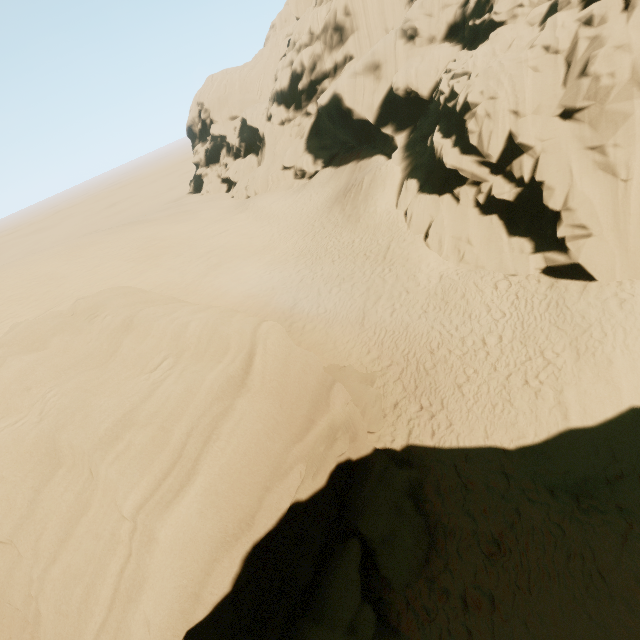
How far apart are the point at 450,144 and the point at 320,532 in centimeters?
1883cm

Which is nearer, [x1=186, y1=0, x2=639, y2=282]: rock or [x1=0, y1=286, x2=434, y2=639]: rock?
[x1=0, y1=286, x2=434, y2=639]: rock

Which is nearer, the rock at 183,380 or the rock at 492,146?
the rock at 183,380
